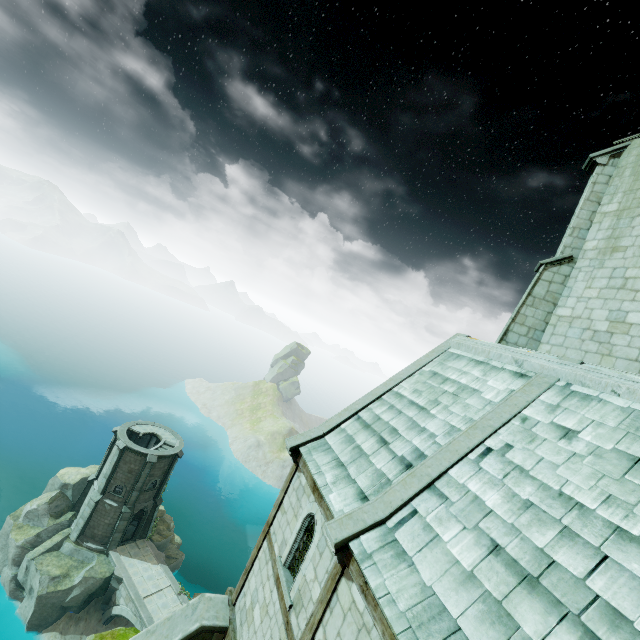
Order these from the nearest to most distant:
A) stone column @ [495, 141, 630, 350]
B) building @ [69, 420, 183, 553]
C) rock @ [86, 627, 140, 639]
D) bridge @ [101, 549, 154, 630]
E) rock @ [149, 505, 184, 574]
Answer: stone column @ [495, 141, 630, 350]
rock @ [86, 627, 140, 639]
bridge @ [101, 549, 154, 630]
building @ [69, 420, 183, 553]
rock @ [149, 505, 184, 574]

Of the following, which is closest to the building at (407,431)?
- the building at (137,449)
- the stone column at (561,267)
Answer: the stone column at (561,267)

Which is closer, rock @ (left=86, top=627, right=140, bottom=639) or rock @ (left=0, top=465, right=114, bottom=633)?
rock @ (left=86, top=627, right=140, bottom=639)

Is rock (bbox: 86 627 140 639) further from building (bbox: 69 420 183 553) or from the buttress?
building (bbox: 69 420 183 553)

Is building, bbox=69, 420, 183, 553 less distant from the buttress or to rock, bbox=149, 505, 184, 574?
rock, bbox=149, 505, 184, 574

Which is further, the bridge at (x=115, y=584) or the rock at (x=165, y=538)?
the rock at (x=165, y=538)

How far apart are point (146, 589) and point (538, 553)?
37.2 meters

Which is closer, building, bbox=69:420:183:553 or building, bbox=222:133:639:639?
building, bbox=222:133:639:639
